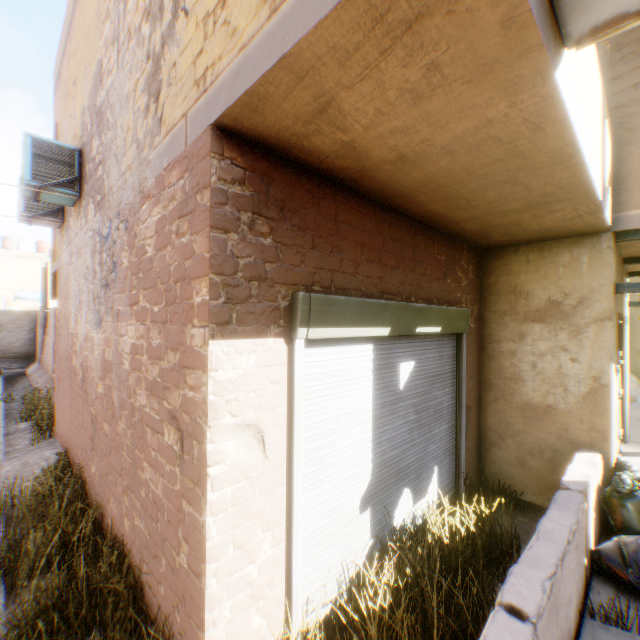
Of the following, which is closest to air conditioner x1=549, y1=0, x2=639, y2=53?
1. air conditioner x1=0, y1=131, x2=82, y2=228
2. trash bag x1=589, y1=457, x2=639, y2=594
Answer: air conditioner x1=0, y1=131, x2=82, y2=228

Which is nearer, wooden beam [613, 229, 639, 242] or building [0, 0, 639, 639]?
building [0, 0, 639, 639]

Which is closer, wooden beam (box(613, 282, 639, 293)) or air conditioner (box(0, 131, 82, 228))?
wooden beam (box(613, 282, 639, 293))

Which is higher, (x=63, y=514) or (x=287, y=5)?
(x=287, y=5)

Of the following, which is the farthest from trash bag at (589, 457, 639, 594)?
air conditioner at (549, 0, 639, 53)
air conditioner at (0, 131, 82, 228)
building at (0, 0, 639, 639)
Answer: air conditioner at (0, 131, 82, 228)

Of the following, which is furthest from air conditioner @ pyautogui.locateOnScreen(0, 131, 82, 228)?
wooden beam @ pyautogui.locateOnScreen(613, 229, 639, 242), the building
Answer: wooden beam @ pyautogui.locateOnScreen(613, 229, 639, 242)

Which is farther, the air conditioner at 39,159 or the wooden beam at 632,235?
the air conditioner at 39,159

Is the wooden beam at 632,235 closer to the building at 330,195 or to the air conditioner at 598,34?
the building at 330,195
